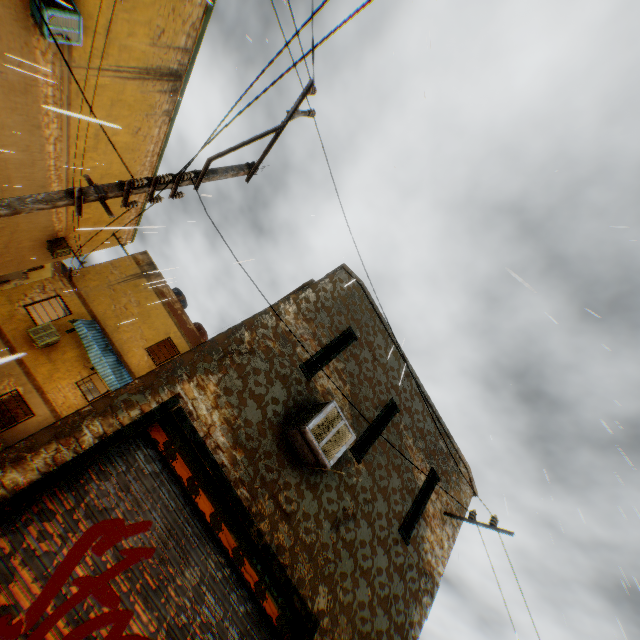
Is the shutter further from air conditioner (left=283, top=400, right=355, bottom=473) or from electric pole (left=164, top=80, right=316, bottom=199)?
air conditioner (left=283, top=400, right=355, bottom=473)

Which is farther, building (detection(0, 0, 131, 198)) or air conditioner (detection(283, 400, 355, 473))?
building (detection(0, 0, 131, 198))

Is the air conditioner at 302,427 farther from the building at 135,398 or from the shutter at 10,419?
the shutter at 10,419

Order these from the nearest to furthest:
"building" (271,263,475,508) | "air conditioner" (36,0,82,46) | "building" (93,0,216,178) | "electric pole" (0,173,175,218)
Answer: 1. "electric pole" (0,173,175,218)
2. "building" (271,263,475,508)
3. "air conditioner" (36,0,82,46)
4. "building" (93,0,216,178)

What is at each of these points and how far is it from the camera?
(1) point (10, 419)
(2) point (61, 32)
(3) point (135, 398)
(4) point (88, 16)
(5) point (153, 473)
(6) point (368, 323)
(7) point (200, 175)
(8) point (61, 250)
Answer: (1) shutter, 12.9m
(2) air conditioner, 8.3m
(3) building, 4.5m
(4) building, 8.9m
(5) rolling overhead door, 4.7m
(6) building, 8.0m
(7) electric pole, 5.8m
(8) air conditioner, 17.4m

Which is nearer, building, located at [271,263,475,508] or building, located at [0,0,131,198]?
building, located at [271,263,475,508]

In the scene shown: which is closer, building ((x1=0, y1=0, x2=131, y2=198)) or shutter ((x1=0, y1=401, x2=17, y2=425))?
building ((x1=0, y1=0, x2=131, y2=198))

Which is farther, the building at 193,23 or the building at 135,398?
the building at 193,23
